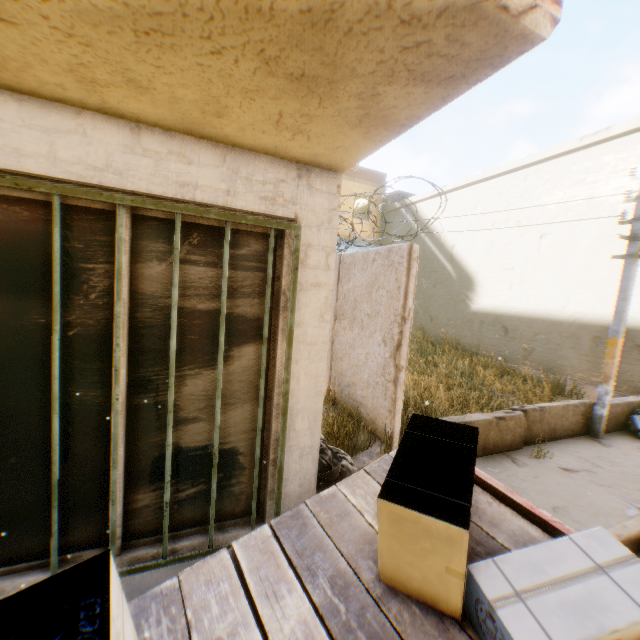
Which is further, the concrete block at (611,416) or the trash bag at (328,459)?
the concrete block at (611,416)

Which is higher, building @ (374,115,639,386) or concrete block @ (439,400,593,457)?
building @ (374,115,639,386)

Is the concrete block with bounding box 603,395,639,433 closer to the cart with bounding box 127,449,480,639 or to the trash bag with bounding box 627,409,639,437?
the trash bag with bounding box 627,409,639,437

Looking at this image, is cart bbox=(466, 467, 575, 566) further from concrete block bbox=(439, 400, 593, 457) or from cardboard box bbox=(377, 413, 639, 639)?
concrete block bbox=(439, 400, 593, 457)

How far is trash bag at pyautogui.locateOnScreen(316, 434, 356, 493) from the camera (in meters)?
2.82

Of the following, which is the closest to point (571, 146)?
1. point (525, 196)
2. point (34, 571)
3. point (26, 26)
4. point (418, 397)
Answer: point (525, 196)

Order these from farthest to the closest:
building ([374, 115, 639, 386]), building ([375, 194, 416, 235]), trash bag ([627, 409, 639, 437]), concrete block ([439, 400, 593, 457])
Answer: building ([375, 194, 416, 235]) → building ([374, 115, 639, 386]) → trash bag ([627, 409, 639, 437]) → concrete block ([439, 400, 593, 457])

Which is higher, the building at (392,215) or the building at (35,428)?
the building at (392,215)
